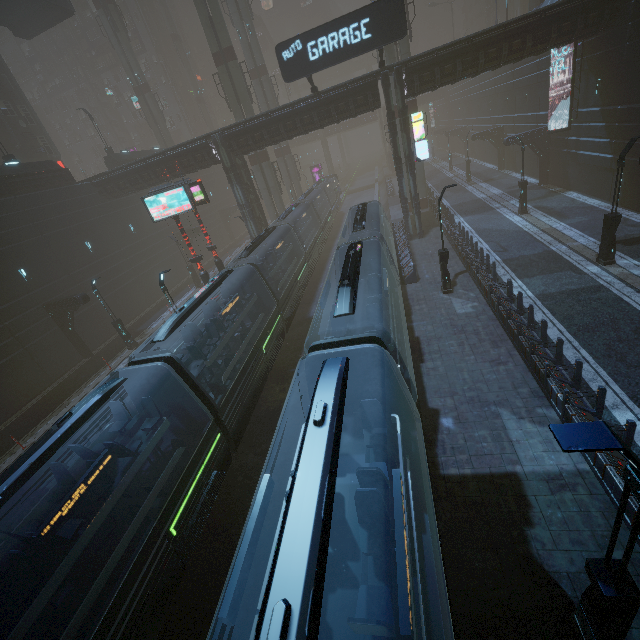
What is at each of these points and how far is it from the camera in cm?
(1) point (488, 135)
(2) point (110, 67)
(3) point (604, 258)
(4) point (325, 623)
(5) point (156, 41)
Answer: (1) building, 3869
(2) building, 5841
(3) street light, 1585
(4) train, 467
(5) building, 5716

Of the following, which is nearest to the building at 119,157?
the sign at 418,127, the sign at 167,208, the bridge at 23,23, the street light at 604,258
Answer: the sign at 418,127

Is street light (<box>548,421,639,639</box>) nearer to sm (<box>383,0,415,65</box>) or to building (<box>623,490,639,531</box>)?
building (<box>623,490,639,531</box>)

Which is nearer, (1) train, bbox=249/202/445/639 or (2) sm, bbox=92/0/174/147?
(1) train, bbox=249/202/445/639

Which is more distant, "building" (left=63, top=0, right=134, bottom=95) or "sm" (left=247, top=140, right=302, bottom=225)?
"building" (left=63, top=0, right=134, bottom=95)

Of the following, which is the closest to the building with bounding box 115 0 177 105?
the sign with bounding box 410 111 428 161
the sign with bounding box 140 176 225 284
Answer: the sign with bounding box 410 111 428 161

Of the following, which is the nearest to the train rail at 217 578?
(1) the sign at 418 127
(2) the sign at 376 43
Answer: (1) the sign at 418 127

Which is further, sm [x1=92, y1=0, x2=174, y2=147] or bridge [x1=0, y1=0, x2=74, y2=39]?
sm [x1=92, y1=0, x2=174, y2=147]
